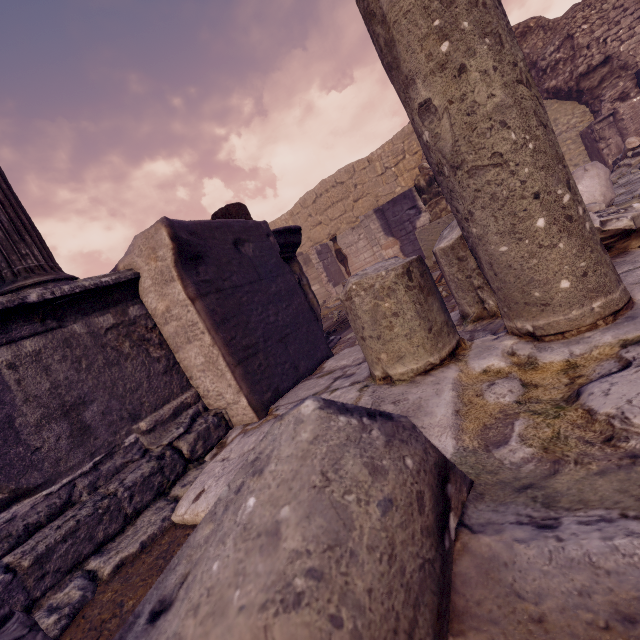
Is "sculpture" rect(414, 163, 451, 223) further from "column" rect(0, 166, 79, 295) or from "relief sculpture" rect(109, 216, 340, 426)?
"column" rect(0, 166, 79, 295)

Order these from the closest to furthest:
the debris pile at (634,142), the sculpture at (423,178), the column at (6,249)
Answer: the column at (6,249)
the sculpture at (423,178)
the debris pile at (634,142)

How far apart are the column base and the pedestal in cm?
395

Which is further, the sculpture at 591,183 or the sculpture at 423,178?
the sculpture at 423,178

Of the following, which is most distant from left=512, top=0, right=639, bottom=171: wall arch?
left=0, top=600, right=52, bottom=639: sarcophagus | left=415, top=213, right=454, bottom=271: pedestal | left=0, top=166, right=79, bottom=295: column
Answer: left=0, top=600, right=52, bottom=639: sarcophagus

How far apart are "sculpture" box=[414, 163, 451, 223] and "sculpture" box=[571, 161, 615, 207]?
1.9 meters

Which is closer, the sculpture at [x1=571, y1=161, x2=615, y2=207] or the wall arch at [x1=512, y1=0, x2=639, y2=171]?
the sculpture at [x1=571, y1=161, x2=615, y2=207]

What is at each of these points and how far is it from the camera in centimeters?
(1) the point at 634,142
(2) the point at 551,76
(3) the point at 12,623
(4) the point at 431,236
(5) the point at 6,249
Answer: (1) debris pile, 898cm
(2) wall arch, 1095cm
(3) sarcophagus, 83cm
(4) pedestal, 723cm
(5) column, 199cm
